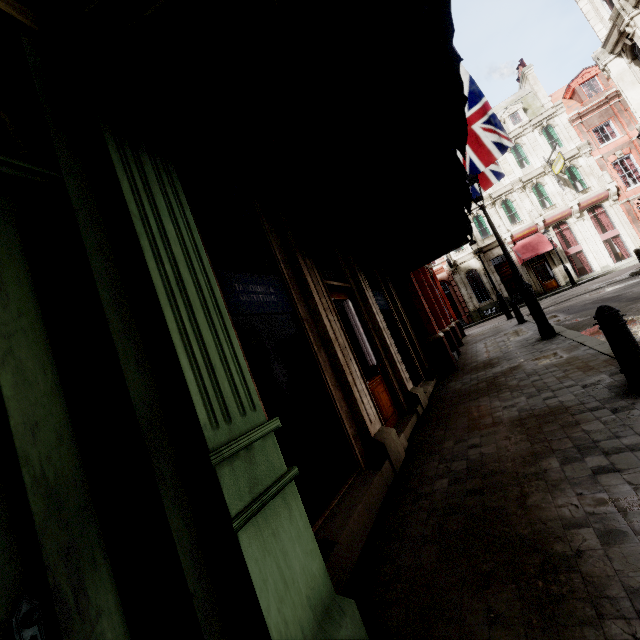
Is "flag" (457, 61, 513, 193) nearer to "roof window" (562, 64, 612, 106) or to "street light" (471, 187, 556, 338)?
"street light" (471, 187, 556, 338)

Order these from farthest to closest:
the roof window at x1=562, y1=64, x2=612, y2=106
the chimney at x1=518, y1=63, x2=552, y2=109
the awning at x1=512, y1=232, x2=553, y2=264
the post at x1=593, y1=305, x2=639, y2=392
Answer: the chimney at x1=518, y1=63, x2=552, y2=109
the roof window at x1=562, y1=64, x2=612, y2=106
the awning at x1=512, y1=232, x2=553, y2=264
the post at x1=593, y1=305, x2=639, y2=392

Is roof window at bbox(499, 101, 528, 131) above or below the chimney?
below

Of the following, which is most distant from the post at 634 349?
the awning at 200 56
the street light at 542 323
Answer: the street light at 542 323

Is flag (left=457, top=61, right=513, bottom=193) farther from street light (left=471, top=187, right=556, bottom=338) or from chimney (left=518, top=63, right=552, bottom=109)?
chimney (left=518, top=63, right=552, bottom=109)

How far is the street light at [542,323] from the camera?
7.93m

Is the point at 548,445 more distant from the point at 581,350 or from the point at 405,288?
the point at 405,288

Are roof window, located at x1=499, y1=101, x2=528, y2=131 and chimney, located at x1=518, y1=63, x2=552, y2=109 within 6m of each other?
yes
